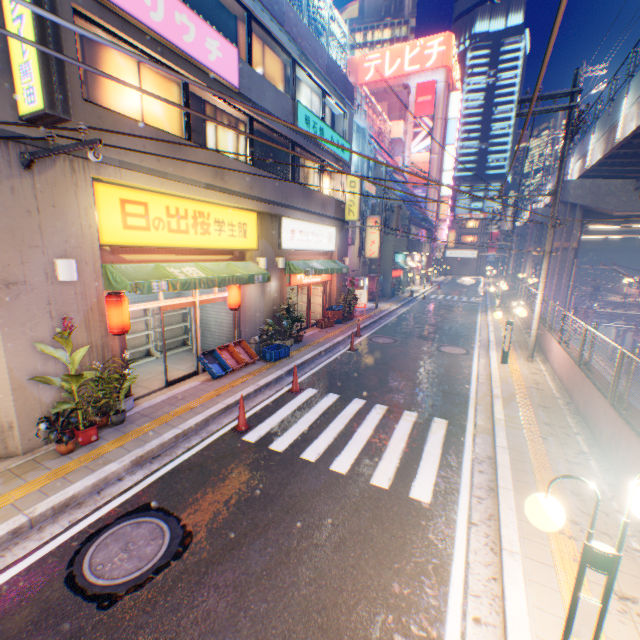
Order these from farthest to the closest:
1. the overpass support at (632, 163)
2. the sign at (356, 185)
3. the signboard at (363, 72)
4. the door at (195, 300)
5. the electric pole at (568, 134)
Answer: the signboard at (363, 72)
the sign at (356, 185)
the overpass support at (632, 163)
the electric pole at (568, 134)
the door at (195, 300)

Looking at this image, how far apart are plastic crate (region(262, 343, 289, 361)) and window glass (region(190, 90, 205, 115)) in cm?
A: 602

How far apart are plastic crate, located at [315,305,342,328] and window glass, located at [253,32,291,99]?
8.7m

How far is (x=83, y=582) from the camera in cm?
404

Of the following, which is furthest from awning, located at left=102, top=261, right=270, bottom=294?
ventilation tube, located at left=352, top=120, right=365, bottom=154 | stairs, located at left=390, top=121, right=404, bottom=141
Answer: stairs, located at left=390, top=121, right=404, bottom=141

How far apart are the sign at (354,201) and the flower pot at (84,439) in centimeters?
1541cm

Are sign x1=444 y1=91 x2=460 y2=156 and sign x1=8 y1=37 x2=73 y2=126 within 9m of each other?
no

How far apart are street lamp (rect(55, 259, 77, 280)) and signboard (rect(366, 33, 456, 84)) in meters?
53.8
